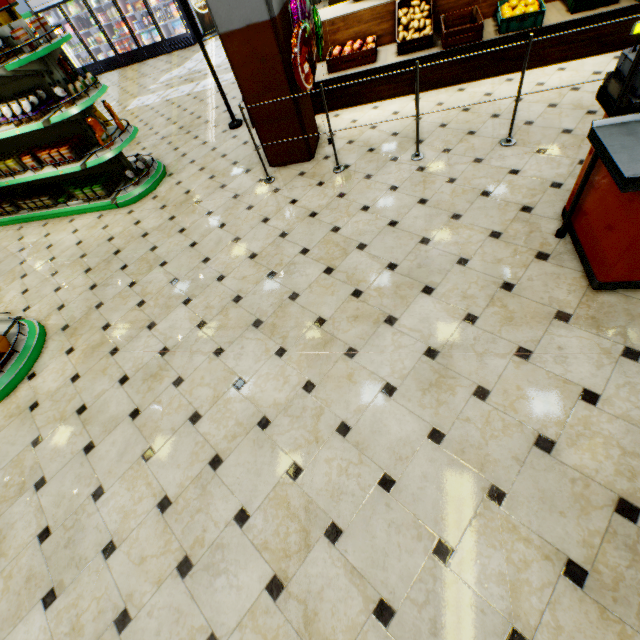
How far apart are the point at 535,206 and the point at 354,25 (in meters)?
4.41

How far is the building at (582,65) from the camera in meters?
4.1

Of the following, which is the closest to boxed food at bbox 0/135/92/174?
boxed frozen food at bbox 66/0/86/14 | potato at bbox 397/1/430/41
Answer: potato at bbox 397/1/430/41

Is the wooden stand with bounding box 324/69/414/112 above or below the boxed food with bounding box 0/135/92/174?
below

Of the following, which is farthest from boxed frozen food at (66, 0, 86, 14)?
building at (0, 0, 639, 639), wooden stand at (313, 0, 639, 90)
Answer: wooden stand at (313, 0, 639, 90)

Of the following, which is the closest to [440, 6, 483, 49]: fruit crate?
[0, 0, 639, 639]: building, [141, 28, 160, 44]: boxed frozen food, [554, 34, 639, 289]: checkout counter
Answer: [0, 0, 639, 639]: building

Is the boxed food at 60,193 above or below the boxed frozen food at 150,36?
below

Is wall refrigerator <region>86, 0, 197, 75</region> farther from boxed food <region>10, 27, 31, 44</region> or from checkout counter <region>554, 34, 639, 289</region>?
checkout counter <region>554, 34, 639, 289</region>
